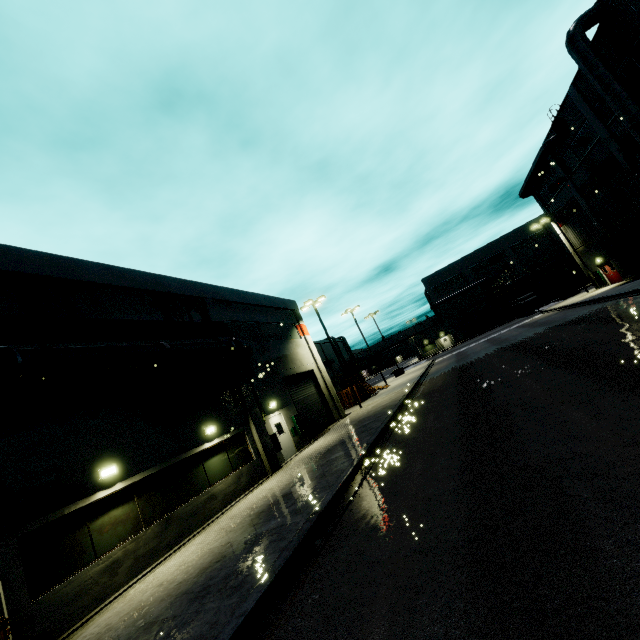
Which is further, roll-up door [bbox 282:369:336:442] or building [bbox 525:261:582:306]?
building [bbox 525:261:582:306]

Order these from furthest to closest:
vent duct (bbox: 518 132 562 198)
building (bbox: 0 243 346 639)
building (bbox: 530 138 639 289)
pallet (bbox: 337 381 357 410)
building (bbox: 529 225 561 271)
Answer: building (bbox: 529 225 561 271)
pallet (bbox: 337 381 357 410)
vent duct (bbox: 518 132 562 198)
building (bbox: 530 138 639 289)
building (bbox: 0 243 346 639)

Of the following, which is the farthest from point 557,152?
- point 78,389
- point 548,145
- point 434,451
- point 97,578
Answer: point 97,578

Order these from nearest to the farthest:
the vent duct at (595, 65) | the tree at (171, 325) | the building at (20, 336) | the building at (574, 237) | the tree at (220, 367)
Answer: the building at (20, 336) → the tree at (171, 325) → the tree at (220, 367) → the vent duct at (595, 65) → the building at (574, 237)

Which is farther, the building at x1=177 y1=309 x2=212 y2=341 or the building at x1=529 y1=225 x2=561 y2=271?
the building at x1=529 y1=225 x2=561 y2=271

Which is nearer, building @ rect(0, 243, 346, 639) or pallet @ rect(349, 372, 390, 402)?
building @ rect(0, 243, 346, 639)

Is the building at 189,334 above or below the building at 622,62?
below

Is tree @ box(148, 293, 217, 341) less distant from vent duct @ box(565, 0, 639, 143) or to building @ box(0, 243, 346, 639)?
building @ box(0, 243, 346, 639)
